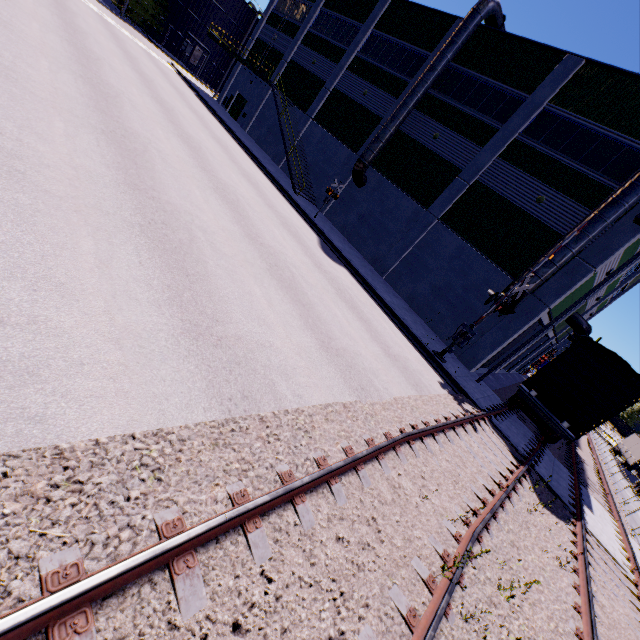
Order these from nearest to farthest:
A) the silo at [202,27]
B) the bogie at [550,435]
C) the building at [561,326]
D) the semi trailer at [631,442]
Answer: the bogie at [550,435] → the building at [561,326] → the semi trailer at [631,442] → the silo at [202,27]

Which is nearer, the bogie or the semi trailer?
the bogie

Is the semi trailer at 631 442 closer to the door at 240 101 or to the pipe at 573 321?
the pipe at 573 321

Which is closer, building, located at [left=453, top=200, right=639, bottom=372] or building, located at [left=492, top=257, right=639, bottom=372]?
building, located at [left=453, top=200, right=639, bottom=372]

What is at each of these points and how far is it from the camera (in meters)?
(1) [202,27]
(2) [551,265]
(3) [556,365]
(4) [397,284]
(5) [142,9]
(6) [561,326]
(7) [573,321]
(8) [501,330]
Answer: (1) silo, 46.31
(2) vent duct, 14.86
(3) cargo car, 15.17
(4) building, 21.02
(5) tree, 41.59
(6) building, 26.58
(7) pipe, 24.30
(8) building, 16.84

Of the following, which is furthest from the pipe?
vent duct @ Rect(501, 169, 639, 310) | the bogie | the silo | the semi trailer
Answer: the bogie

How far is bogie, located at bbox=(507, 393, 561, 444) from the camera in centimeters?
1454cm

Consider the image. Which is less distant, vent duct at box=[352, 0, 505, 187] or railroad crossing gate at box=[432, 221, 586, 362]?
railroad crossing gate at box=[432, 221, 586, 362]
